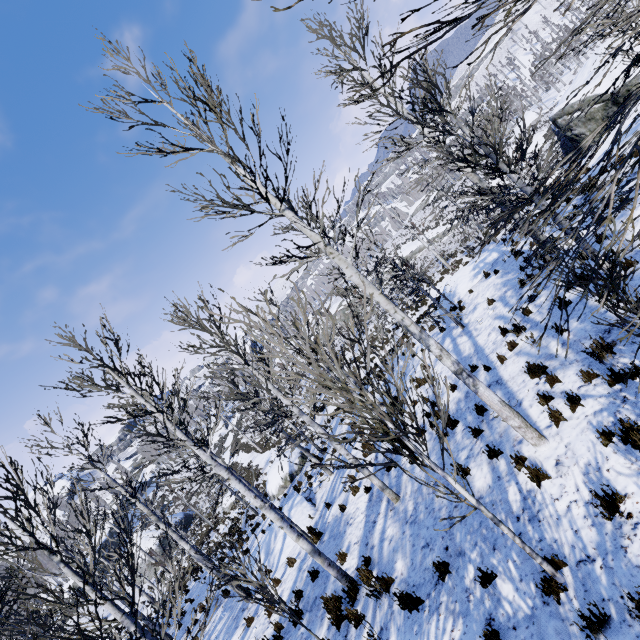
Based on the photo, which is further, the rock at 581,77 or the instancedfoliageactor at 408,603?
the rock at 581,77

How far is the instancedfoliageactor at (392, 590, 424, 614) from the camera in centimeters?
534cm

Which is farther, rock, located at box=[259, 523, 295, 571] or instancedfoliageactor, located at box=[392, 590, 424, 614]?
rock, located at box=[259, 523, 295, 571]

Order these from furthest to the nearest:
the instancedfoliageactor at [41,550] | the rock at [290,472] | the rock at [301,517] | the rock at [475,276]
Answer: the rock at [290,472] → the rock at [475,276] → the rock at [301,517] → the instancedfoliageactor at [41,550]

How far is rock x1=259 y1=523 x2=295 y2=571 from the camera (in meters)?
12.05

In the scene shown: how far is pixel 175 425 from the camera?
7.0 meters

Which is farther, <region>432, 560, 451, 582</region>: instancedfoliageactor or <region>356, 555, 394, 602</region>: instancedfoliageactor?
<region>356, 555, 394, 602</region>: instancedfoliageactor

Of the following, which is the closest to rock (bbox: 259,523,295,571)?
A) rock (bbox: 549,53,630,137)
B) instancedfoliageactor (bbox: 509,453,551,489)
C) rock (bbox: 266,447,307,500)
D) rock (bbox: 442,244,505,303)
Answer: rock (bbox: 266,447,307,500)
